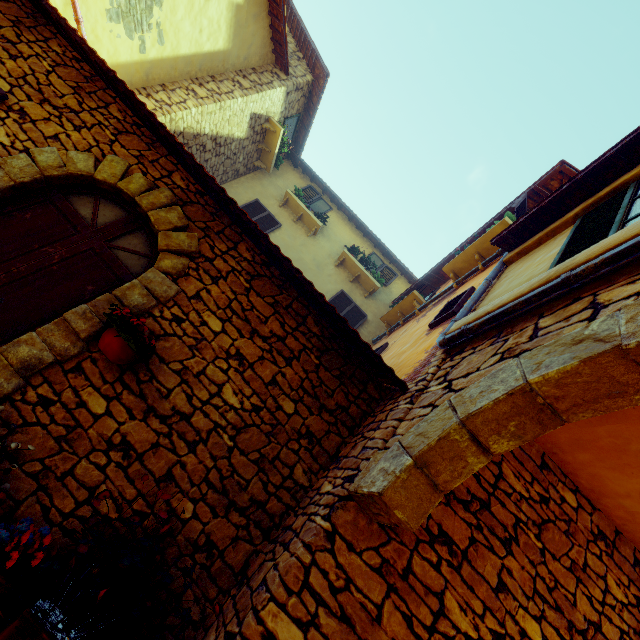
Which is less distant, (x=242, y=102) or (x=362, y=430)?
(x=362, y=430)

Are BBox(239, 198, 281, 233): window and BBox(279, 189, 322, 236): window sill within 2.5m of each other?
yes

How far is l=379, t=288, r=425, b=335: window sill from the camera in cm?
729

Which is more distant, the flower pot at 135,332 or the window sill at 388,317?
the window sill at 388,317

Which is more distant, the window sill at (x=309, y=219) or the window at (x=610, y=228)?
the window sill at (x=309, y=219)

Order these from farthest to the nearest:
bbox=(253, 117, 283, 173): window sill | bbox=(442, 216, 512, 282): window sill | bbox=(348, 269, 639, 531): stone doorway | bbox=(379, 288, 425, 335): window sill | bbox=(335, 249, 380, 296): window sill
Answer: bbox=(335, 249, 380, 296): window sill < bbox=(253, 117, 283, 173): window sill < bbox=(379, 288, 425, 335): window sill < bbox=(442, 216, 512, 282): window sill < bbox=(348, 269, 639, 531): stone doorway

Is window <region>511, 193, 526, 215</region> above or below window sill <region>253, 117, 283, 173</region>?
below

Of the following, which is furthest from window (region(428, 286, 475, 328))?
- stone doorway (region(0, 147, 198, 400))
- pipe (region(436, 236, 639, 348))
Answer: stone doorway (region(0, 147, 198, 400))
